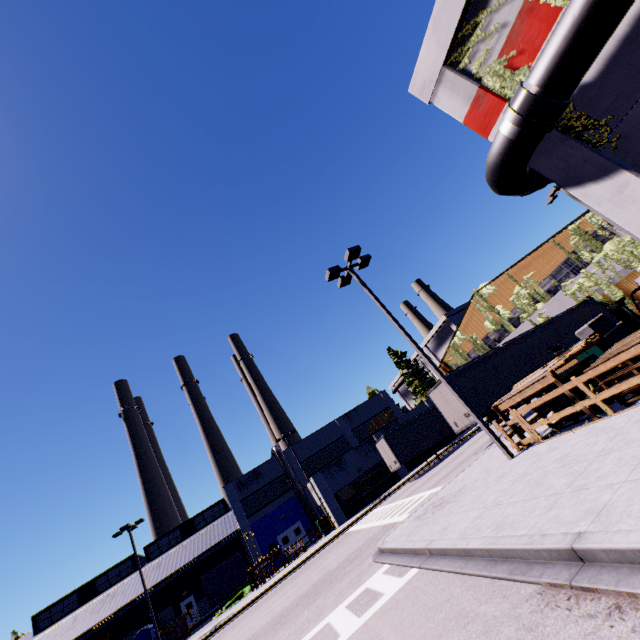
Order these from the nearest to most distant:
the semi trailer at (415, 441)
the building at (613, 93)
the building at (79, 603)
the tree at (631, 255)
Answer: the building at (613, 93) < the semi trailer at (415, 441) < the tree at (631, 255) < the building at (79, 603)

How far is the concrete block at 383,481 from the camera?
30.8 meters

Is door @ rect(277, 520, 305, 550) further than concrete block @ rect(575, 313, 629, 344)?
Yes

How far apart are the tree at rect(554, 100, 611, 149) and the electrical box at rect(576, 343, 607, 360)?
12.7m

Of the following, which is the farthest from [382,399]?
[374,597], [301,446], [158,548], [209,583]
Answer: [374,597]

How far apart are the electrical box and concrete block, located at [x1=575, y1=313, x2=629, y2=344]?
0.8 meters

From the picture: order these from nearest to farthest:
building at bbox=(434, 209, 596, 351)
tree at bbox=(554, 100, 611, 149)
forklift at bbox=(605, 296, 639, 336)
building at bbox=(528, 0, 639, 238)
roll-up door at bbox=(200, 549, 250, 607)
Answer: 1. building at bbox=(528, 0, 639, 238)
2. tree at bbox=(554, 100, 611, 149)
3. forklift at bbox=(605, 296, 639, 336)
4. building at bbox=(434, 209, 596, 351)
5. roll-up door at bbox=(200, 549, 250, 607)

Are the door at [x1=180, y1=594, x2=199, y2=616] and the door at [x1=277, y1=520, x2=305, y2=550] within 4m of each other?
no
